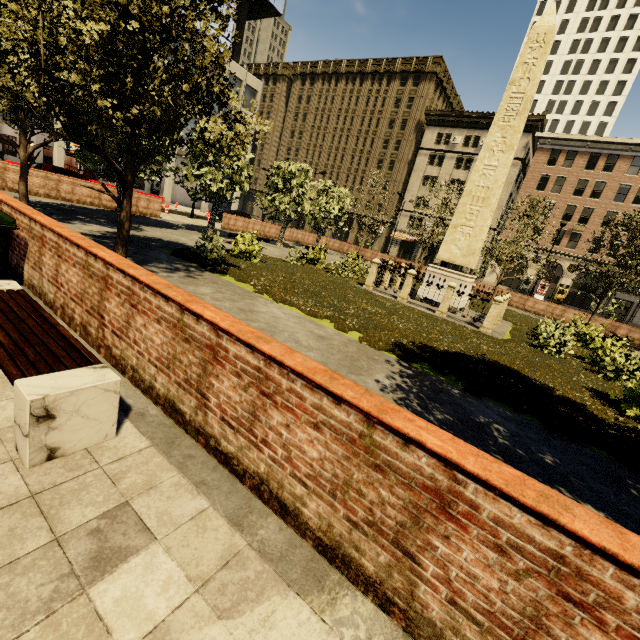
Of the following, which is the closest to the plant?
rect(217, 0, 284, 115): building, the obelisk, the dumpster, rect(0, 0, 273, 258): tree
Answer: rect(0, 0, 273, 258): tree

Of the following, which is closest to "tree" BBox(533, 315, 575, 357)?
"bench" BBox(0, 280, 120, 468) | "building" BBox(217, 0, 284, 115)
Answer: "bench" BBox(0, 280, 120, 468)

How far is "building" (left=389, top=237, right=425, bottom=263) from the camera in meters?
49.3

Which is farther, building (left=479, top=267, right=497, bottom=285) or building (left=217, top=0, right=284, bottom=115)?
building (left=479, top=267, right=497, bottom=285)

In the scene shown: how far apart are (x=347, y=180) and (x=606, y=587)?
60.4 meters

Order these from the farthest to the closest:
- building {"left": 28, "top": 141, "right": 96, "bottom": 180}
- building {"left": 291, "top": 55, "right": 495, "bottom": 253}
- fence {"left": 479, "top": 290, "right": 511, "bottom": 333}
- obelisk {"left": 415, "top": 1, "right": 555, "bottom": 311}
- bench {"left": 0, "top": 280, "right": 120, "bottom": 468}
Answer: building {"left": 291, "top": 55, "right": 495, "bottom": 253} < building {"left": 28, "top": 141, "right": 96, "bottom": 180} < obelisk {"left": 415, "top": 1, "right": 555, "bottom": 311} < fence {"left": 479, "top": 290, "right": 511, "bottom": 333} < bench {"left": 0, "top": 280, "right": 120, "bottom": 468}

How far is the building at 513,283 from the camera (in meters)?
43.09

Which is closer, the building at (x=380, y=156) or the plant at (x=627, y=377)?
the plant at (x=627, y=377)
